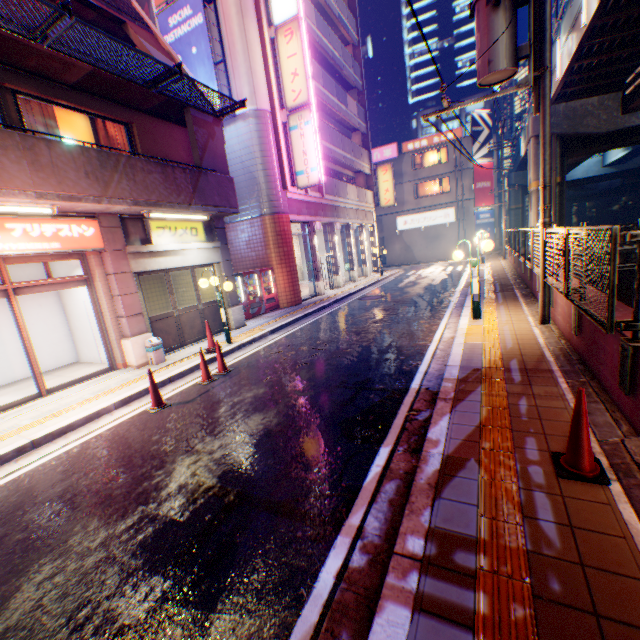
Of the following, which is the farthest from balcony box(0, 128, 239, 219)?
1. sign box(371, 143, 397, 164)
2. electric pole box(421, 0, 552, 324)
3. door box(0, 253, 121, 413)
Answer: sign box(371, 143, 397, 164)

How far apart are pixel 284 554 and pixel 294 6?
19.3m

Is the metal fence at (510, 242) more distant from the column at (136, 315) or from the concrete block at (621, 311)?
the column at (136, 315)

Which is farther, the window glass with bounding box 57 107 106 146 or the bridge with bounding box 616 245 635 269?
the bridge with bounding box 616 245 635 269

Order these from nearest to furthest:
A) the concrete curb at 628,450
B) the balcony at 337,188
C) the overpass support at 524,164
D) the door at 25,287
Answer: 1. the concrete curb at 628,450
2. the door at 25,287
3. the balcony at 337,188
4. the overpass support at 524,164

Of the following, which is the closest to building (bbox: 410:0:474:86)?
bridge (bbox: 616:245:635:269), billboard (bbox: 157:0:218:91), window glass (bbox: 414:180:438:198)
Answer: window glass (bbox: 414:180:438:198)

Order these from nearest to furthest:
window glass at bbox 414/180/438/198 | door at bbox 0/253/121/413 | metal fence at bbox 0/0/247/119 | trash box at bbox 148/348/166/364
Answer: metal fence at bbox 0/0/247/119 < door at bbox 0/253/121/413 < trash box at bbox 148/348/166/364 < window glass at bbox 414/180/438/198

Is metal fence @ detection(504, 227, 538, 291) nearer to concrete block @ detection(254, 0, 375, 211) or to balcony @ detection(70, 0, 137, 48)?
balcony @ detection(70, 0, 137, 48)
